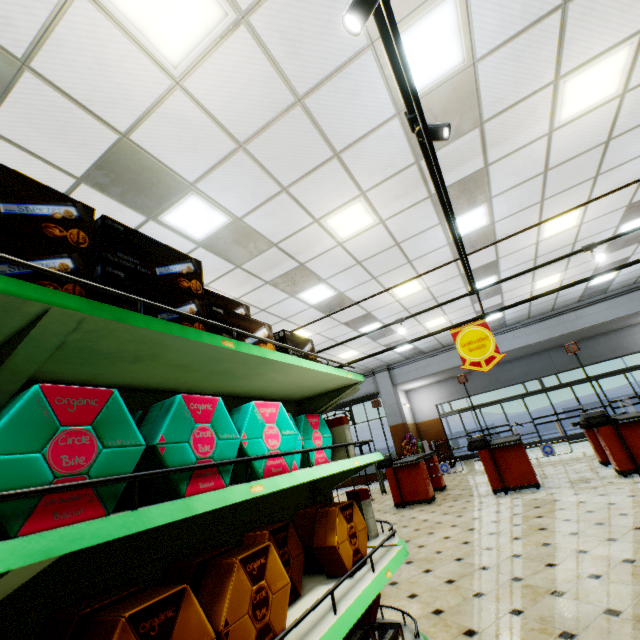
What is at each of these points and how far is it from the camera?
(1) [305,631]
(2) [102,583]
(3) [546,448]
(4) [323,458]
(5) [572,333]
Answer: (1) shelf, 1.3 meters
(2) shelf, 1.2 meters
(3) rail gate base, 7.0 meters
(4) decorative cookie box, 2.3 meters
(5) building, 13.0 meters

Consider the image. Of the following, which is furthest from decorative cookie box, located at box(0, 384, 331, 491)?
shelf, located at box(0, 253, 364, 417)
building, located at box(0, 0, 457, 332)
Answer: building, located at box(0, 0, 457, 332)

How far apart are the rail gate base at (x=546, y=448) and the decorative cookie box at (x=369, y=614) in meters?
6.1 m

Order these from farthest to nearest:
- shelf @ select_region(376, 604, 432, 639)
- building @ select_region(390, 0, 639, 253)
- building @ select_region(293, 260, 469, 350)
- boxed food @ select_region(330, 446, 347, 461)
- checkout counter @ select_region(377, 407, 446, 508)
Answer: building @ select_region(293, 260, 469, 350) < checkout counter @ select_region(377, 407, 446, 508) < building @ select_region(390, 0, 639, 253) < boxed food @ select_region(330, 446, 347, 461) < shelf @ select_region(376, 604, 432, 639)

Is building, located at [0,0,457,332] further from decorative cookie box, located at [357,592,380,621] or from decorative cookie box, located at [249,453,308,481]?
decorative cookie box, located at [249,453,308,481]

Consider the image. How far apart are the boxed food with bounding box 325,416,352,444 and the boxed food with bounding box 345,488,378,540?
0.28m

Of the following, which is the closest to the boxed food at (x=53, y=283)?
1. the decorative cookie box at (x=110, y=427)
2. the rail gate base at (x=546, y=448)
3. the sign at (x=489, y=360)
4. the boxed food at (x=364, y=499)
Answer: the decorative cookie box at (x=110, y=427)

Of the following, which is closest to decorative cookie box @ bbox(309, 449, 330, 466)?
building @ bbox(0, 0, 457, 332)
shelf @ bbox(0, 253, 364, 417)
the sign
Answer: shelf @ bbox(0, 253, 364, 417)
